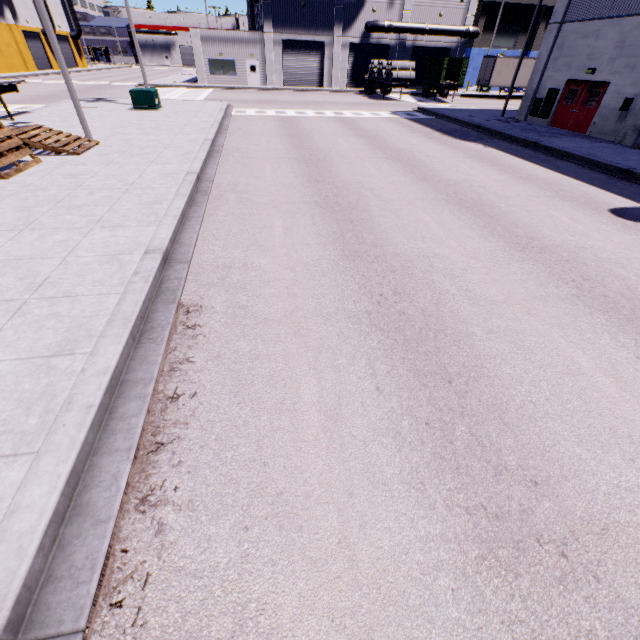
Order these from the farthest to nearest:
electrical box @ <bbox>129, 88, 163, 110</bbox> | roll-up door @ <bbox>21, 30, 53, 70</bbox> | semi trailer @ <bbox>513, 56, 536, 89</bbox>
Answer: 1. roll-up door @ <bbox>21, 30, 53, 70</bbox>
2. semi trailer @ <bbox>513, 56, 536, 89</bbox>
3. electrical box @ <bbox>129, 88, 163, 110</bbox>

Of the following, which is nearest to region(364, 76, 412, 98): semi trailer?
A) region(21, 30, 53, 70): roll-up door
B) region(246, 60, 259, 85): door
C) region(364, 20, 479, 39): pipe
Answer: region(364, 20, 479, 39): pipe

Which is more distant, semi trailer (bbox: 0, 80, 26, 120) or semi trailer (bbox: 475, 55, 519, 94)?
semi trailer (bbox: 475, 55, 519, 94)

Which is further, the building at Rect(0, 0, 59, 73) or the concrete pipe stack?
the building at Rect(0, 0, 59, 73)

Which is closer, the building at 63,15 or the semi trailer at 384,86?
the semi trailer at 384,86

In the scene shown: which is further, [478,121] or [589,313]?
[478,121]

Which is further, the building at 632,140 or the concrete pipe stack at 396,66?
the concrete pipe stack at 396,66

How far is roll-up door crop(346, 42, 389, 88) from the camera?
38.59m
